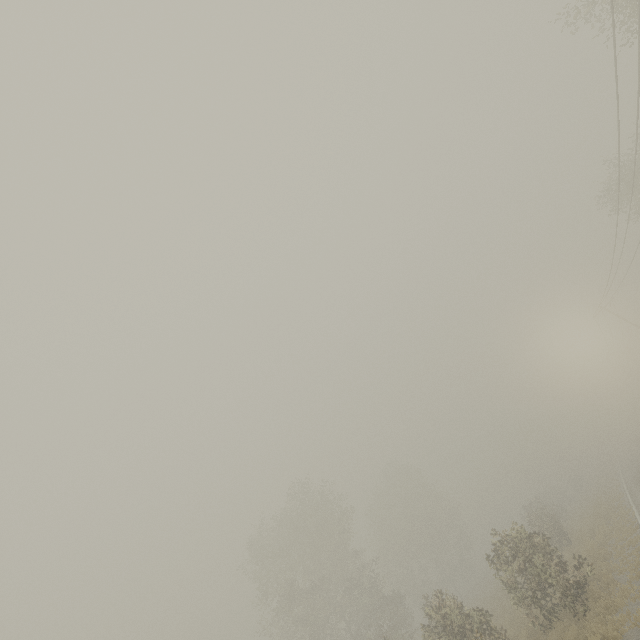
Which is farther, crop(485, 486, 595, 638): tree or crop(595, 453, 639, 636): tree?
crop(485, 486, 595, 638): tree

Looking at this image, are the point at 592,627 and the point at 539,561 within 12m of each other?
yes

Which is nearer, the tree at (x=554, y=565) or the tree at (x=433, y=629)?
the tree at (x=554, y=565)

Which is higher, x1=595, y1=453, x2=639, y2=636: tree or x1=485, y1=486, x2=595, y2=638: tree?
x1=485, y1=486, x2=595, y2=638: tree

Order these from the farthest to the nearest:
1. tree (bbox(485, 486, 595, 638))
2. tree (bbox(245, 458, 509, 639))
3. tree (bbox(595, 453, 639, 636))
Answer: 1. tree (bbox(245, 458, 509, 639))
2. tree (bbox(485, 486, 595, 638))
3. tree (bbox(595, 453, 639, 636))

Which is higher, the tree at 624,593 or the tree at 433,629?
the tree at 433,629
